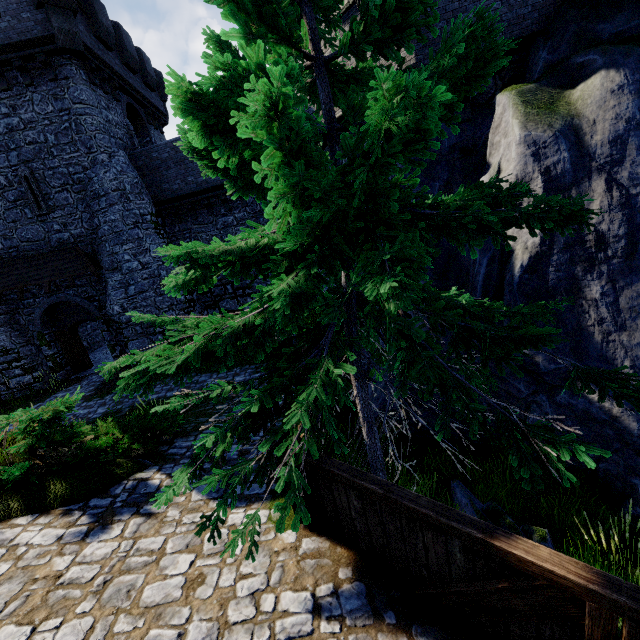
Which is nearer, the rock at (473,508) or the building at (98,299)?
the rock at (473,508)

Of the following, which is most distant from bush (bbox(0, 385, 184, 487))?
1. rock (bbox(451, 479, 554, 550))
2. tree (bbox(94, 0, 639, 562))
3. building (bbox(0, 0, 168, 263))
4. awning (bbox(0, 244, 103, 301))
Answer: building (bbox(0, 0, 168, 263))

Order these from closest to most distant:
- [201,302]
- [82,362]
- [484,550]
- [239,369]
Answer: [484,550] → [239,369] → [82,362] → [201,302]

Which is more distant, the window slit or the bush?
the window slit

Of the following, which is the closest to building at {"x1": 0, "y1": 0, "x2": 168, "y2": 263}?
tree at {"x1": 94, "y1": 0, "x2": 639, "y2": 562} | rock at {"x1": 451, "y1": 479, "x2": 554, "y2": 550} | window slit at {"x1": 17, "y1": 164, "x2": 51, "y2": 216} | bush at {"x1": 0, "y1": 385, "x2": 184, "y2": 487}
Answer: window slit at {"x1": 17, "y1": 164, "x2": 51, "y2": 216}

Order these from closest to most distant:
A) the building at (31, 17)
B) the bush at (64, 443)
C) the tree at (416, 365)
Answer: the tree at (416, 365) → the bush at (64, 443) → the building at (31, 17)

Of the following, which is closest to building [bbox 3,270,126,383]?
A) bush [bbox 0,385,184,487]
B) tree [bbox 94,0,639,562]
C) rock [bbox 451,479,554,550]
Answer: bush [bbox 0,385,184,487]
